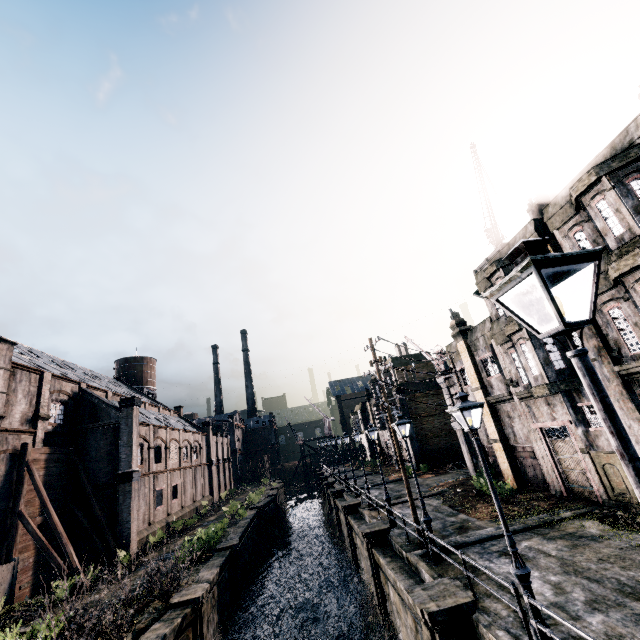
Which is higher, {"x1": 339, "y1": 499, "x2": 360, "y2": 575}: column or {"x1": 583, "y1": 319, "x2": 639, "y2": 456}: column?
{"x1": 583, "y1": 319, "x2": 639, "y2": 456}: column

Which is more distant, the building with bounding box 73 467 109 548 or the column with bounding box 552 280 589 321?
the building with bounding box 73 467 109 548

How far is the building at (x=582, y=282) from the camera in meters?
14.0 m

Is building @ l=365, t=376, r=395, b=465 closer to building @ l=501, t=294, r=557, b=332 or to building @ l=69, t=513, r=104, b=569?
building @ l=501, t=294, r=557, b=332

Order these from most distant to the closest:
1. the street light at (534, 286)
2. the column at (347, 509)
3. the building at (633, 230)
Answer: the column at (347, 509)
the building at (633, 230)
the street light at (534, 286)

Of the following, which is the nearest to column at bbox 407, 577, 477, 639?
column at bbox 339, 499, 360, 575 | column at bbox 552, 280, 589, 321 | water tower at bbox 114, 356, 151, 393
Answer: column at bbox 552, 280, 589, 321

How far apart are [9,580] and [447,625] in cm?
2415

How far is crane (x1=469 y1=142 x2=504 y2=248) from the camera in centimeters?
2123cm
